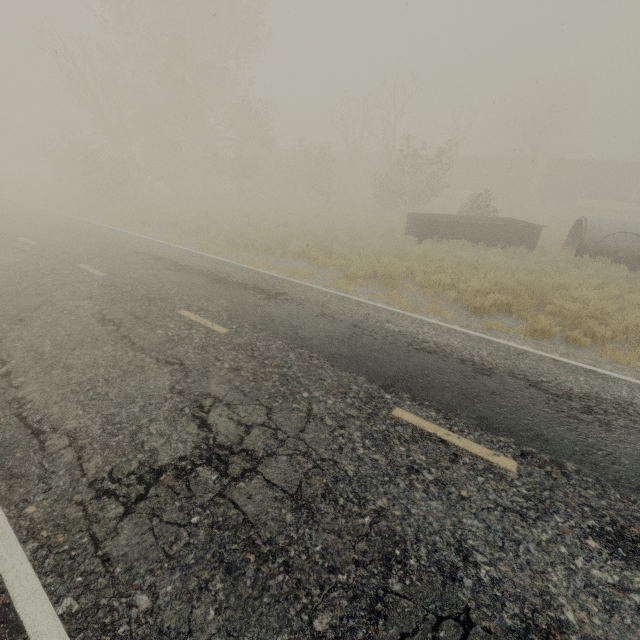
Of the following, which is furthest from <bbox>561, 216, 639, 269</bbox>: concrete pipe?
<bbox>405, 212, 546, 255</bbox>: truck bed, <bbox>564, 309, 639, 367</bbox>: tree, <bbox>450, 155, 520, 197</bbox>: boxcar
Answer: <bbox>450, 155, 520, 197</bbox>: boxcar

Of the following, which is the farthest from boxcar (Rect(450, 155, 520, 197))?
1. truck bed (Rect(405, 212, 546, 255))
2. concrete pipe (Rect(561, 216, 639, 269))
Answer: concrete pipe (Rect(561, 216, 639, 269))

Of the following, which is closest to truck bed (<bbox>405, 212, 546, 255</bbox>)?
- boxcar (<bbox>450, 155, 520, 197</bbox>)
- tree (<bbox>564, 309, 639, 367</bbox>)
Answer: tree (<bbox>564, 309, 639, 367</bbox>)

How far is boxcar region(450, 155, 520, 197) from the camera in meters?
37.3 m

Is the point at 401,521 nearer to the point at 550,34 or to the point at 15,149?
the point at 550,34

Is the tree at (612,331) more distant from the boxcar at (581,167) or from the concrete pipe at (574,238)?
the boxcar at (581,167)

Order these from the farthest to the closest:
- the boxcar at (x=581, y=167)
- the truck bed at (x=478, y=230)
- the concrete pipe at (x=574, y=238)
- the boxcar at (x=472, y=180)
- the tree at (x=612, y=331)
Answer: the boxcar at (x=472, y=180), the boxcar at (x=581, y=167), the truck bed at (x=478, y=230), the concrete pipe at (x=574, y=238), the tree at (x=612, y=331)

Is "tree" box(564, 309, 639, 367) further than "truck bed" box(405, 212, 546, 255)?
No
